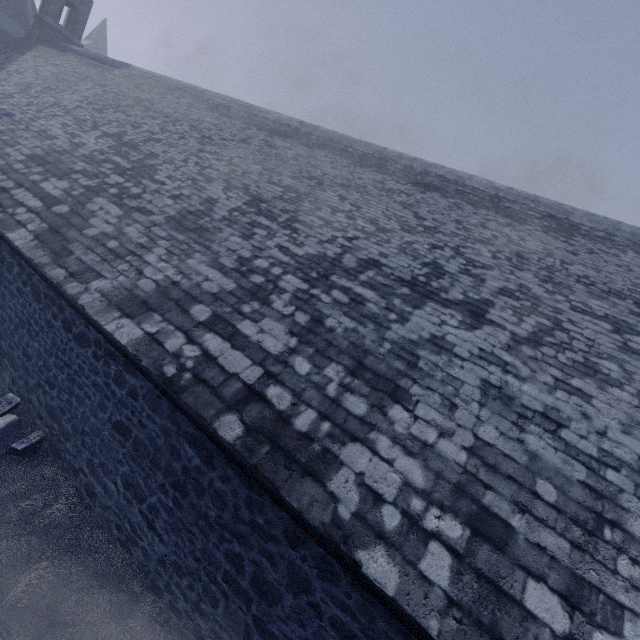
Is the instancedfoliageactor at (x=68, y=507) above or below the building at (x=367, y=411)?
below

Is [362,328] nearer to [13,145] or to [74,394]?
[74,394]

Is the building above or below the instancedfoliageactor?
above
